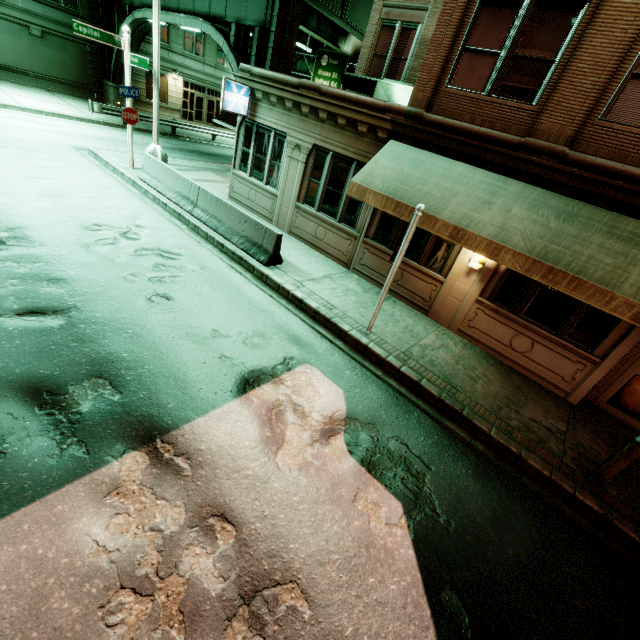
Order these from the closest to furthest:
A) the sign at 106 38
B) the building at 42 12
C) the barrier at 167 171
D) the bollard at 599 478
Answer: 1. the bollard at 599 478
2. the barrier at 167 171
3. the sign at 106 38
4. the building at 42 12

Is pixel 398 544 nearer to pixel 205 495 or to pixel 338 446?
pixel 338 446

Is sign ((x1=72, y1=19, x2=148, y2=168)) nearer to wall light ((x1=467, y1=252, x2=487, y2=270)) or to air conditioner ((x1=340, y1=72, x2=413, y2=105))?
air conditioner ((x1=340, y1=72, x2=413, y2=105))

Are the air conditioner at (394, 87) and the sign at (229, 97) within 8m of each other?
yes

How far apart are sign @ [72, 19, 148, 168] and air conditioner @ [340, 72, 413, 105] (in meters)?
7.43

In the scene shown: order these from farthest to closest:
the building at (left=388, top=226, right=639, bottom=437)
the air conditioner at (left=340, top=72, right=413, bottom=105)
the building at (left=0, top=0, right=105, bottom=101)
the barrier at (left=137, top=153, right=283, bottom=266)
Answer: the building at (left=0, top=0, right=105, bottom=101), the air conditioner at (left=340, top=72, right=413, bottom=105), the barrier at (left=137, top=153, right=283, bottom=266), the building at (left=388, top=226, right=639, bottom=437)

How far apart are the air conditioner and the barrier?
7.8 meters

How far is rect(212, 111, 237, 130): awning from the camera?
12.98m
